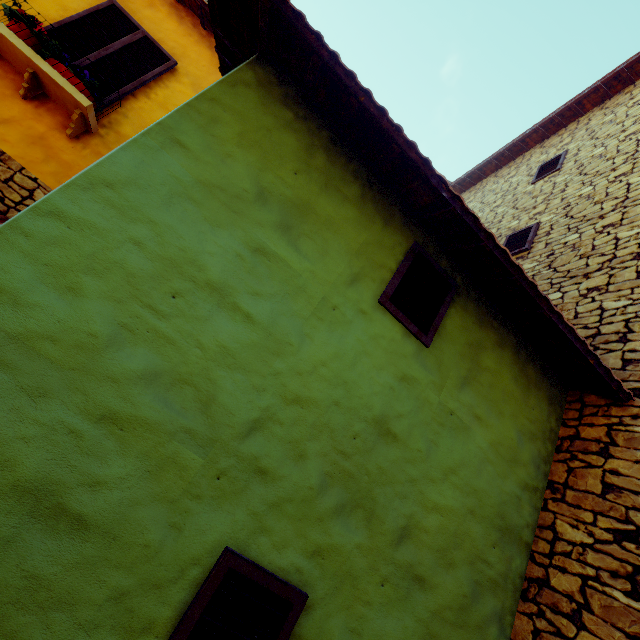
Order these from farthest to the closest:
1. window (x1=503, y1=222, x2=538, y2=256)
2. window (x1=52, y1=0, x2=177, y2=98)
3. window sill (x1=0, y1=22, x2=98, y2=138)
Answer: window (x1=503, y1=222, x2=538, y2=256) → window (x1=52, y1=0, x2=177, y2=98) → window sill (x1=0, y1=22, x2=98, y2=138)

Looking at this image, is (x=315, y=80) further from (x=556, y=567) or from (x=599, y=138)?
(x=599, y=138)

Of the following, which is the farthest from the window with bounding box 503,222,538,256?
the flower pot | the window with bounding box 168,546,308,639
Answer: the window with bounding box 168,546,308,639

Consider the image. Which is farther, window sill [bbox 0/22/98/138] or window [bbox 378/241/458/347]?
window sill [bbox 0/22/98/138]

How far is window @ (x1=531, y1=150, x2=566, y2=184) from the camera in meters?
6.6 m

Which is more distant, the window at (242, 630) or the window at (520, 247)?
the window at (520, 247)

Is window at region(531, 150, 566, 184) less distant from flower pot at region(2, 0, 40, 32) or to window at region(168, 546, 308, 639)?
flower pot at region(2, 0, 40, 32)

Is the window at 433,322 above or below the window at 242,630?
above
